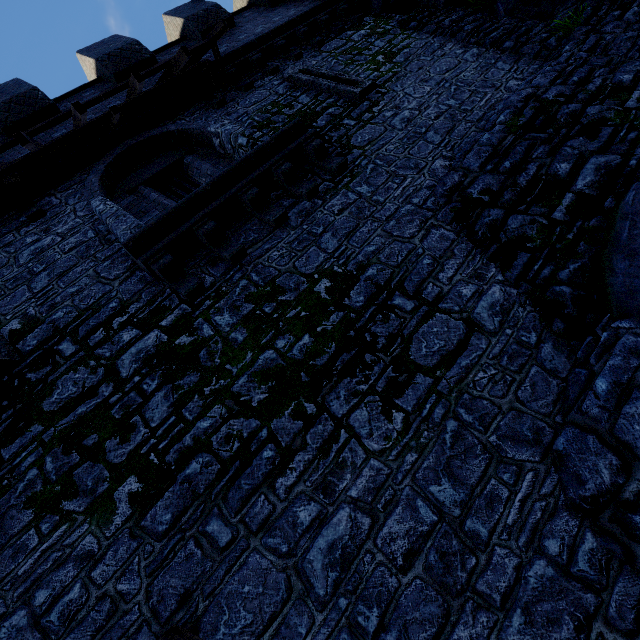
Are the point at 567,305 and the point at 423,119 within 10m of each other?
yes

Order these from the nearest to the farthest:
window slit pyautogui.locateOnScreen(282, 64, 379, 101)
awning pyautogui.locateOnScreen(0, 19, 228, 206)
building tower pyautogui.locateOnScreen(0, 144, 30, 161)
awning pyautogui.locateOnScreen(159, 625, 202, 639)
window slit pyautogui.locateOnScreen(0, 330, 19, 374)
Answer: awning pyautogui.locateOnScreen(159, 625, 202, 639), window slit pyautogui.locateOnScreen(0, 330, 19, 374), awning pyautogui.locateOnScreen(0, 19, 228, 206), building tower pyautogui.locateOnScreen(0, 144, 30, 161), window slit pyautogui.locateOnScreen(282, 64, 379, 101)

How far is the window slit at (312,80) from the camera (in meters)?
7.72

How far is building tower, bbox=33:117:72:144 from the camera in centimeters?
744cm

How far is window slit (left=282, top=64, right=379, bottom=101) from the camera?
7.7 meters

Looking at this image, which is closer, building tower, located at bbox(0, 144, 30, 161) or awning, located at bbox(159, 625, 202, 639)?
awning, located at bbox(159, 625, 202, 639)

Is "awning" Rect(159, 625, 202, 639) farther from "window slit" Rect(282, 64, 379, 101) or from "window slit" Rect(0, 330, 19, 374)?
"window slit" Rect(282, 64, 379, 101)

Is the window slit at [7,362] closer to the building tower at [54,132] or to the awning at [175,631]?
the building tower at [54,132]
